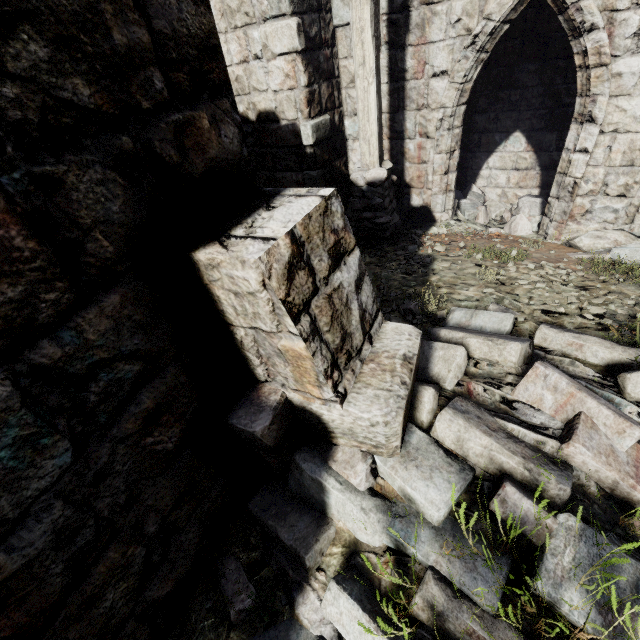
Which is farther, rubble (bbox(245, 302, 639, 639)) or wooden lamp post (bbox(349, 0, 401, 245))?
wooden lamp post (bbox(349, 0, 401, 245))

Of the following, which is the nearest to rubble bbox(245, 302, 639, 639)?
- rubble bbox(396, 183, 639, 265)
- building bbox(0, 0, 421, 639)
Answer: building bbox(0, 0, 421, 639)

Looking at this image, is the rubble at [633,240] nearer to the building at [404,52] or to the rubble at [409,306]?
the building at [404,52]

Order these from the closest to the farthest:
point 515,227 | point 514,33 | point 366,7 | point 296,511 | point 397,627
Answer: point 397,627 → point 296,511 → point 366,7 → point 515,227 → point 514,33

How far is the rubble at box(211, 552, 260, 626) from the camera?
1.8 meters

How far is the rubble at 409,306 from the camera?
3.6 meters

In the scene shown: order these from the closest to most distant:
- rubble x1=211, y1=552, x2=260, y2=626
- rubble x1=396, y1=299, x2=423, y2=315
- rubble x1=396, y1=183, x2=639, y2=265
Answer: rubble x1=211, y1=552, x2=260, y2=626
rubble x1=396, y1=299, x2=423, y2=315
rubble x1=396, y1=183, x2=639, y2=265

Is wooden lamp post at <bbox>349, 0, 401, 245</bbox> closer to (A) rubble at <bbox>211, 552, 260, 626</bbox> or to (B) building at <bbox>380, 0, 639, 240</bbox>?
(B) building at <bbox>380, 0, 639, 240</bbox>
